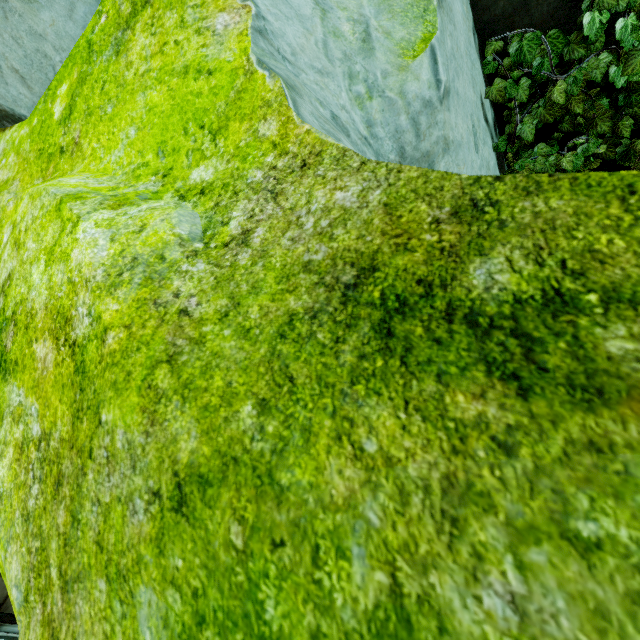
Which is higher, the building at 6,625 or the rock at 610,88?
the building at 6,625

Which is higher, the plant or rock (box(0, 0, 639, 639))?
rock (box(0, 0, 639, 639))

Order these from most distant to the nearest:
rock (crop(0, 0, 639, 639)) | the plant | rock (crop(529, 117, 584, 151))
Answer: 1. rock (crop(529, 117, 584, 151))
2. the plant
3. rock (crop(0, 0, 639, 639))

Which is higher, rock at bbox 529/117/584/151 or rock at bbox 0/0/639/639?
rock at bbox 0/0/639/639

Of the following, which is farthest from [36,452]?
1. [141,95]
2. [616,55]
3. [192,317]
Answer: [616,55]

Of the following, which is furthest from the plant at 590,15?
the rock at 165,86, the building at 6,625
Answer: the building at 6,625

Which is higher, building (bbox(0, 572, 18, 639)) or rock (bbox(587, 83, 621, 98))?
building (bbox(0, 572, 18, 639))

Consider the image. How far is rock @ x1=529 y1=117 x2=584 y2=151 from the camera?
3.0m
